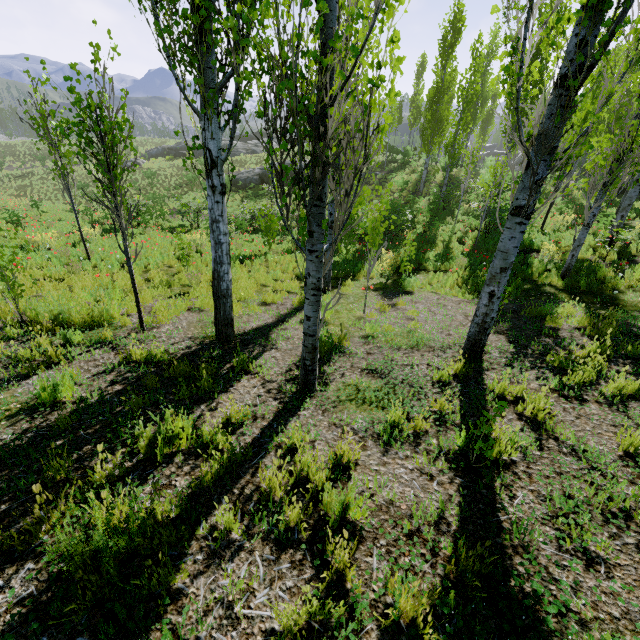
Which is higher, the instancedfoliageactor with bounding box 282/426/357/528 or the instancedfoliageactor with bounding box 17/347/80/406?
the instancedfoliageactor with bounding box 282/426/357/528

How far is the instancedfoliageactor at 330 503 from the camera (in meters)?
2.42

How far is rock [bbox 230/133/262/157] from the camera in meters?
43.3 m

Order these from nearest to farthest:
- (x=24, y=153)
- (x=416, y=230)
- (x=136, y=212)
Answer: (x=136, y=212), (x=416, y=230), (x=24, y=153)

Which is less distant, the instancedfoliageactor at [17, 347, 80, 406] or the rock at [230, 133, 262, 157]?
the instancedfoliageactor at [17, 347, 80, 406]

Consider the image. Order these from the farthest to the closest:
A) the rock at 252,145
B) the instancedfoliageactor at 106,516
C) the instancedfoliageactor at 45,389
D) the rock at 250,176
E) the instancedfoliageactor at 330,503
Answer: the rock at 252,145 < the rock at 250,176 < the instancedfoliageactor at 45,389 < the instancedfoliageactor at 330,503 < the instancedfoliageactor at 106,516

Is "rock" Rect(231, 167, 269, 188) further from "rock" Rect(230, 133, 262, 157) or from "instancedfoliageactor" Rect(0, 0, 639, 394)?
"rock" Rect(230, 133, 262, 157)
